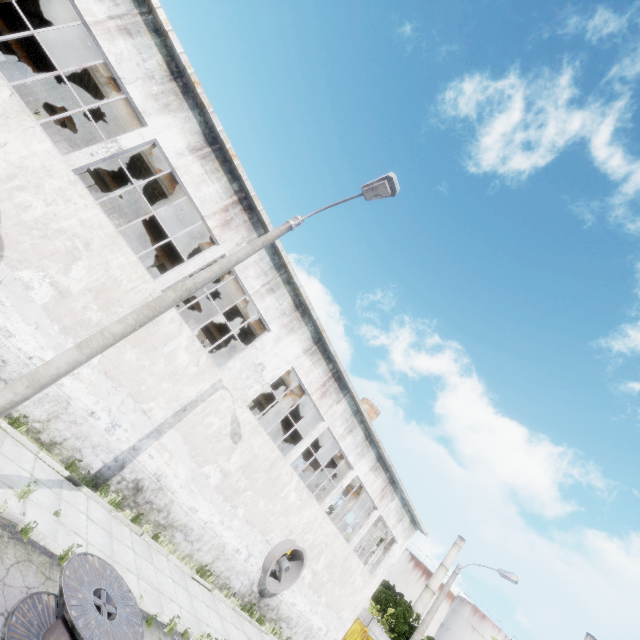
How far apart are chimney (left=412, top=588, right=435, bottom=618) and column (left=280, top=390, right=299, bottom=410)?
64.7m

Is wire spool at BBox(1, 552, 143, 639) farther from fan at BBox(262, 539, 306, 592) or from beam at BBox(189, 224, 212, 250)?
beam at BBox(189, 224, 212, 250)

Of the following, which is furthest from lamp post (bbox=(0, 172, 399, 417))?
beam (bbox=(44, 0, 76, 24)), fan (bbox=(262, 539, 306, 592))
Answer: fan (bbox=(262, 539, 306, 592))

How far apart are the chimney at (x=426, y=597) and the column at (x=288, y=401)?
64.71m

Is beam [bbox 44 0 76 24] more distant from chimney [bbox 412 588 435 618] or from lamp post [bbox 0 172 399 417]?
chimney [bbox 412 588 435 618]

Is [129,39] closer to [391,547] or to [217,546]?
[217,546]

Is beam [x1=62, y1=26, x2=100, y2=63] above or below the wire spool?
above

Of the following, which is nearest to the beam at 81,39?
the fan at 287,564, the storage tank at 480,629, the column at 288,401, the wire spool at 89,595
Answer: the column at 288,401
